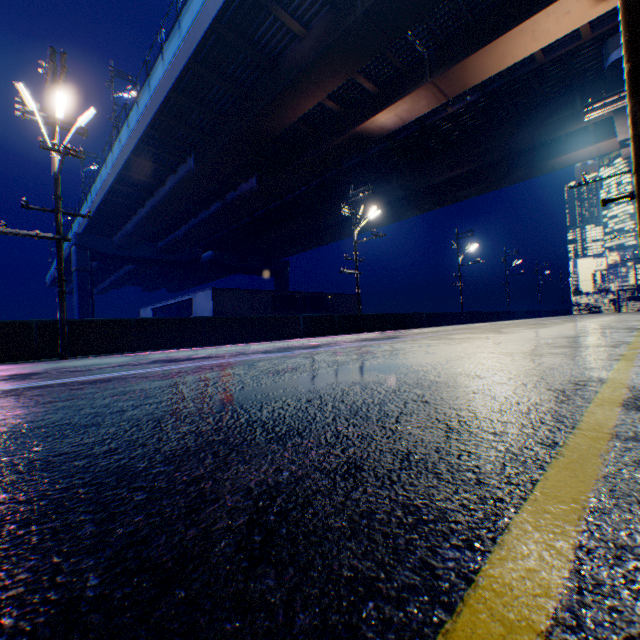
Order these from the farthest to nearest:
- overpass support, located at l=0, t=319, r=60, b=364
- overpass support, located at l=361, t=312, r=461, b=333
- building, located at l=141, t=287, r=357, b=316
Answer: building, located at l=141, t=287, r=357, b=316, overpass support, located at l=361, t=312, r=461, b=333, overpass support, located at l=0, t=319, r=60, b=364

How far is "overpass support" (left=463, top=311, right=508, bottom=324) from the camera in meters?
34.0 m

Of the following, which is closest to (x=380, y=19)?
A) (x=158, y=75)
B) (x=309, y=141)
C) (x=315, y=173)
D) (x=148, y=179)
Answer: (x=309, y=141)

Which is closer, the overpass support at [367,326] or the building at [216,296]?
the overpass support at [367,326]

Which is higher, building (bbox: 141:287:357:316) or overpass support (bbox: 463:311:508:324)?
building (bbox: 141:287:357:316)

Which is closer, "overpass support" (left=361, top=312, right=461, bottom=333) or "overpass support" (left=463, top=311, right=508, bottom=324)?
"overpass support" (left=361, top=312, right=461, bottom=333)
